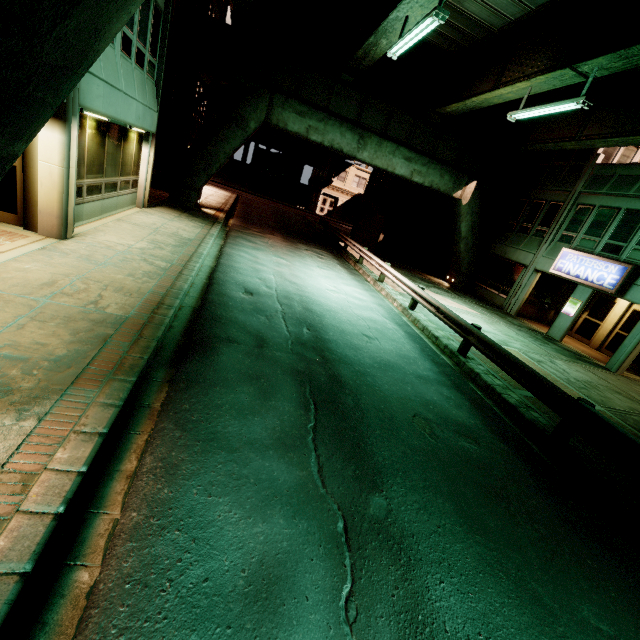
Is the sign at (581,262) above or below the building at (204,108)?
below

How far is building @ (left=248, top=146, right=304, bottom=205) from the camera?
45.5m

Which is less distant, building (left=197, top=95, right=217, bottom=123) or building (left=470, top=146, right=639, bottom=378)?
building (left=470, top=146, right=639, bottom=378)

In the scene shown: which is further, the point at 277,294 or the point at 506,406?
the point at 277,294

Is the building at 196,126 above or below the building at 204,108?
below

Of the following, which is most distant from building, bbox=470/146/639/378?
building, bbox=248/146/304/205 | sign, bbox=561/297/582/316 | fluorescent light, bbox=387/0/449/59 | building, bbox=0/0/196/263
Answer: building, bbox=248/146/304/205

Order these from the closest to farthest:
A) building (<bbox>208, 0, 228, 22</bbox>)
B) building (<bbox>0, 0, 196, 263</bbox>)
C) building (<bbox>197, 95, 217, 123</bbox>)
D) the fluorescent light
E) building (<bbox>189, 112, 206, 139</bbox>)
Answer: building (<bbox>0, 0, 196, 263</bbox>) < the fluorescent light < building (<bbox>208, 0, 228, 22</bbox>) < building (<bbox>189, 112, 206, 139</bbox>) < building (<bbox>197, 95, 217, 123</bbox>)

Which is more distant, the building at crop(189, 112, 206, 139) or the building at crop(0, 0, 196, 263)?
the building at crop(189, 112, 206, 139)
